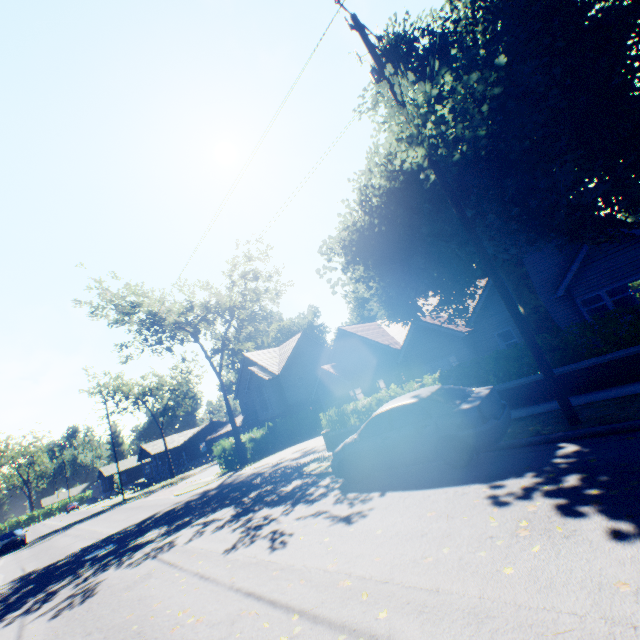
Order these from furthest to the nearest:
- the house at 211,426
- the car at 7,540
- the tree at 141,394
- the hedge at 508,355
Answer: the house at 211,426 → the tree at 141,394 → the car at 7,540 → the hedge at 508,355

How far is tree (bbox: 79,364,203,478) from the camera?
46.6m

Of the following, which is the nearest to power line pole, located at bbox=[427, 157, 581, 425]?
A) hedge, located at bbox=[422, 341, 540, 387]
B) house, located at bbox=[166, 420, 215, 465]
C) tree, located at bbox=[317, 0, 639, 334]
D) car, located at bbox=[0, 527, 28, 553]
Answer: tree, located at bbox=[317, 0, 639, 334]

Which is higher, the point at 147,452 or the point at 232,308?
the point at 232,308

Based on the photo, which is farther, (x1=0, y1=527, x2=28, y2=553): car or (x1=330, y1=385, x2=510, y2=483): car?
(x1=0, y1=527, x2=28, y2=553): car

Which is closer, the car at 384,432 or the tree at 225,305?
the car at 384,432

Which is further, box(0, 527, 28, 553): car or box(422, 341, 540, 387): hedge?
box(0, 527, 28, 553): car

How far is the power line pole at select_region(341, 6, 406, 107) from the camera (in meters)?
8.16
